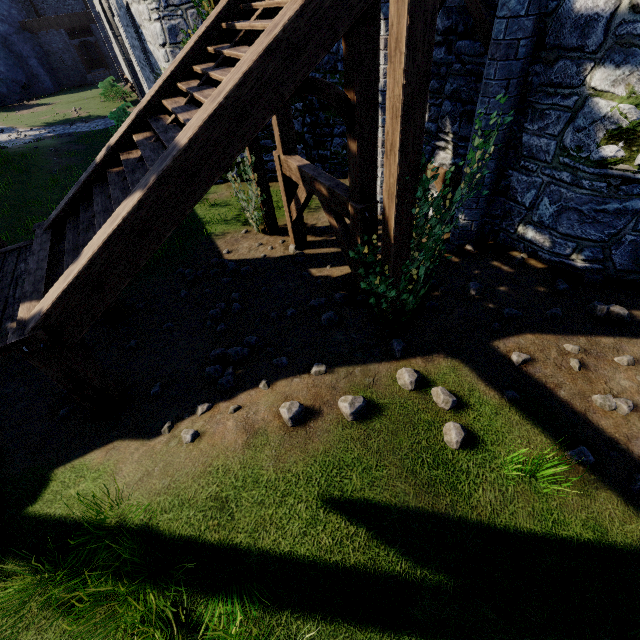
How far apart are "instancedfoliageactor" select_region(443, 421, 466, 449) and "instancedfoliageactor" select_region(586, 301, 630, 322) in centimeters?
319cm

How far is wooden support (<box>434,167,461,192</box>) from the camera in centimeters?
708cm

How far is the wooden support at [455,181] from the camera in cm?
708

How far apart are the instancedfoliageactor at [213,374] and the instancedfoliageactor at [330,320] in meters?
1.7

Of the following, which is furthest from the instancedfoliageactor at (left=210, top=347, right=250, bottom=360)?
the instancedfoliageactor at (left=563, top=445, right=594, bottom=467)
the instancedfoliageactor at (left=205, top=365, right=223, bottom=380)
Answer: the instancedfoliageactor at (left=563, top=445, right=594, bottom=467)

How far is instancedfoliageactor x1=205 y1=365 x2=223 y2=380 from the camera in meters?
5.1 m

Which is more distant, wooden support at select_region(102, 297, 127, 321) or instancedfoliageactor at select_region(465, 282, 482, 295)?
wooden support at select_region(102, 297, 127, 321)

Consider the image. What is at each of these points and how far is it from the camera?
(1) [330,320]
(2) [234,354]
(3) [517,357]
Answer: (1) instancedfoliageactor, 5.6m
(2) instancedfoliageactor, 5.5m
(3) instancedfoliageactor, 4.6m
